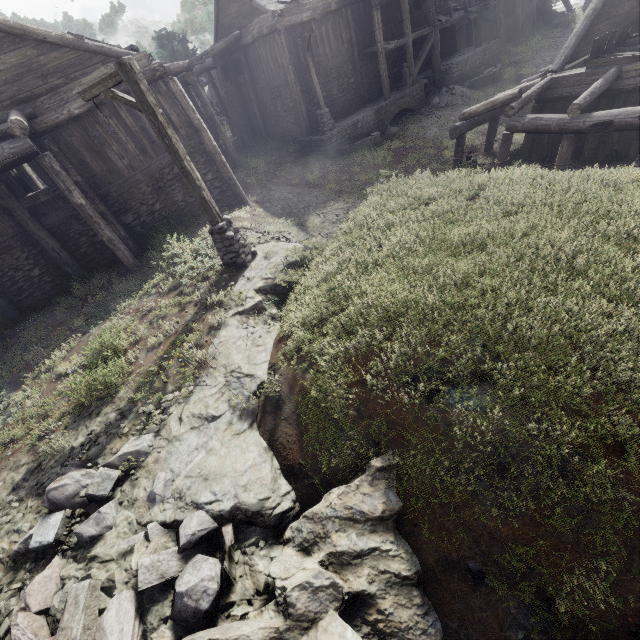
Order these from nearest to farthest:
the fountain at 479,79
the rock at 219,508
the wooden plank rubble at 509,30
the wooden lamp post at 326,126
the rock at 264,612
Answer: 1. the rock at 264,612
2. the rock at 219,508
3. the wooden lamp post at 326,126
4. the fountain at 479,79
5. the wooden plank rubble at 509,30

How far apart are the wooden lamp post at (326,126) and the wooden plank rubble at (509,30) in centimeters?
1838cm

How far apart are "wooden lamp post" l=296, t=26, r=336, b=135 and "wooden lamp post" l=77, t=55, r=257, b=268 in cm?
1301

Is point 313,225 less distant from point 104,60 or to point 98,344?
point 104,60

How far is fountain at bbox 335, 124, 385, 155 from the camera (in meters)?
18.45

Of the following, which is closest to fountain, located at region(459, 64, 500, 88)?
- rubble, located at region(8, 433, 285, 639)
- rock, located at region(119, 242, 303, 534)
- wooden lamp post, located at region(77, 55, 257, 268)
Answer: rock, located at region(119, 242, 303, 534)

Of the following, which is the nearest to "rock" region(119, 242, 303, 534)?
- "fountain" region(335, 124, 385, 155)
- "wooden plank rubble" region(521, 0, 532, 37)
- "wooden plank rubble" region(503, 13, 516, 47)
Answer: "fountain" region(335, 124, 385, 155)

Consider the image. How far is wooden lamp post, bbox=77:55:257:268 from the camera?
6.48m
